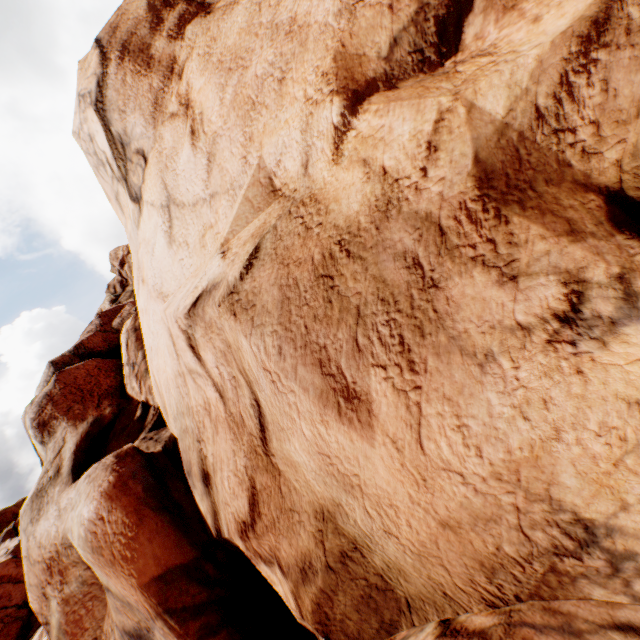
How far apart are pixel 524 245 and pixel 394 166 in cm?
128
